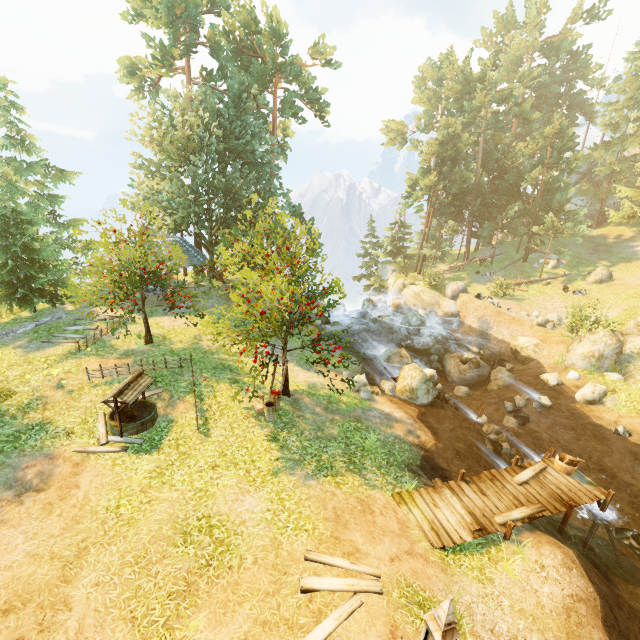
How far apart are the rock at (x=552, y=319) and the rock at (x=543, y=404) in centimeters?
1031cm

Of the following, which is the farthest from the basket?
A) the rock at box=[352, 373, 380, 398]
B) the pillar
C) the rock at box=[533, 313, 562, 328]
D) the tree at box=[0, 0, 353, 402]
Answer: the rock at box=[533, 313, 562, 328]

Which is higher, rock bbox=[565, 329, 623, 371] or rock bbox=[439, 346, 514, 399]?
rock bbox=[565, 329, 623, 371]

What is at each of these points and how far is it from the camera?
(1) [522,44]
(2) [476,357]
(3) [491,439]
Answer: (1) tree, 44.1m
(2) rock, 21.8m
(3) rock, 14.5m

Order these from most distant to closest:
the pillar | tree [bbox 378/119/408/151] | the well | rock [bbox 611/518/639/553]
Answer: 1. tree [bbox 378/119/408/151]
2. rock [bbox 611/518/639/553]
3. the well
4. the pillar

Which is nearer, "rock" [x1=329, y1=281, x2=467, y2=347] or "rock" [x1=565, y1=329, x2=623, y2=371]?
"rock" [x1=565, y1=329, x2=623, y2=371]

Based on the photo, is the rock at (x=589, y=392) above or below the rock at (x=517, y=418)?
above

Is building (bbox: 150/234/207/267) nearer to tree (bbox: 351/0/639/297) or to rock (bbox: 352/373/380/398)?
tree (bbox: 351/0/639/297)
